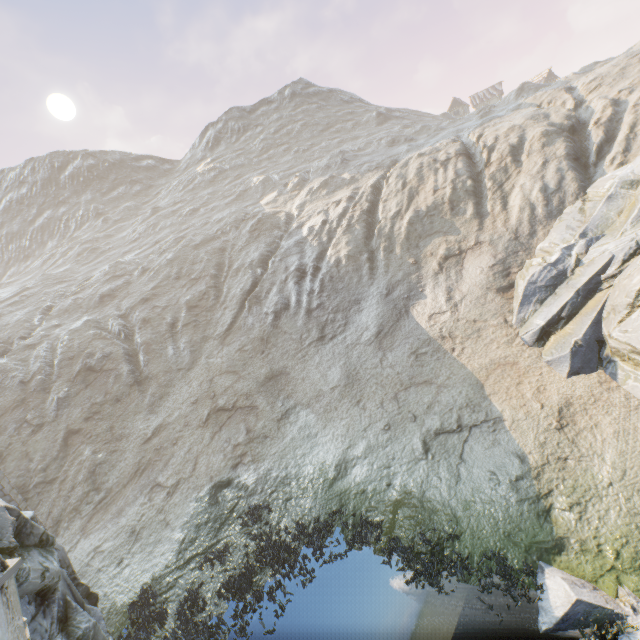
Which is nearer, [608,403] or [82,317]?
[608,403]

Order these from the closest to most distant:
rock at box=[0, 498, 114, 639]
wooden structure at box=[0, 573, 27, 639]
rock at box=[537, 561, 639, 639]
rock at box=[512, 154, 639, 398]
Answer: wooden structure at box=[0, 573, 27, 639] < rock at box=[537, 561, 639, 639] < rock at box=[0, 498, 114, 639] < rock at box=[512, 154, 639, 398]

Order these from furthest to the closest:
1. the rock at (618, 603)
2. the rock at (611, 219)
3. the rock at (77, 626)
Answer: the rock at (611, 219), the rock at (77, 626), the rock at (618, 603)

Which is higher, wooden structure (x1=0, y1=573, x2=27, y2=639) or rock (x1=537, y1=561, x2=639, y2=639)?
wooden structure (x1=0, y1=573, x2=27, y2=639)

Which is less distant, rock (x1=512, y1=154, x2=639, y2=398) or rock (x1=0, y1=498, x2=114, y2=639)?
rock (x1=0, y1=498, x2=114, y2=639)

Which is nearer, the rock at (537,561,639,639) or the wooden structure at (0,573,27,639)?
the wooden structure at (0,573,27,639)

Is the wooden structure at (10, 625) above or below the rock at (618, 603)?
above
